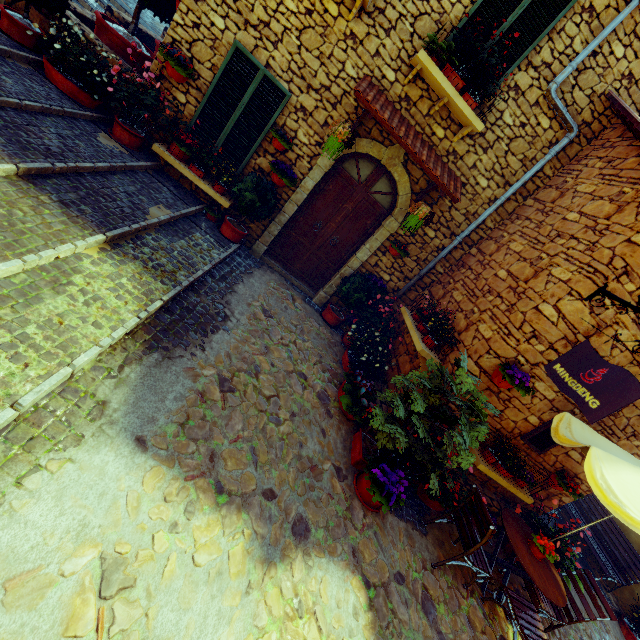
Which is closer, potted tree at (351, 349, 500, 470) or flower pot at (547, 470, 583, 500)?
potted tree at (351, 349, 500, 470)

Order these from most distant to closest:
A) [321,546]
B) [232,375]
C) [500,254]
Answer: [500,254] < [232,375] < [321,546]

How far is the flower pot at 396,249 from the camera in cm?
643

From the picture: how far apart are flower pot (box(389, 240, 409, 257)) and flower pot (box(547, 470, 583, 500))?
4.9 meters

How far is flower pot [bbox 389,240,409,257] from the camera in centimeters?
643cm

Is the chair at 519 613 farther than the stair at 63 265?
Yes

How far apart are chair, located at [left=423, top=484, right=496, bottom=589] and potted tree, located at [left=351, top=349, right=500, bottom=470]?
1.1 meters

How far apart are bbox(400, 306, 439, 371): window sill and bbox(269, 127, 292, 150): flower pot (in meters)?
3.65
